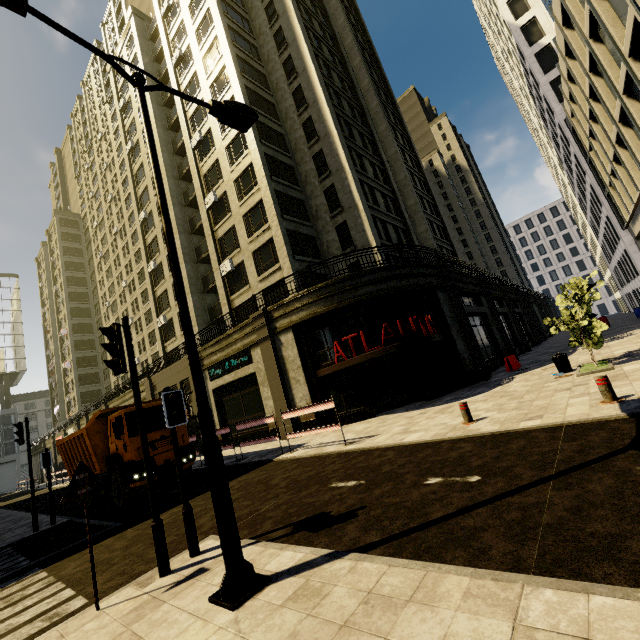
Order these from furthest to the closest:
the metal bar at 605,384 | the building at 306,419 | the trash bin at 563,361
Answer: the building at 306,419 < the trash bin at 563,361 < the metal bar at 605,384

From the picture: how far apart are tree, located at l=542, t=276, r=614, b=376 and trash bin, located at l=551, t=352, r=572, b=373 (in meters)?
1.16

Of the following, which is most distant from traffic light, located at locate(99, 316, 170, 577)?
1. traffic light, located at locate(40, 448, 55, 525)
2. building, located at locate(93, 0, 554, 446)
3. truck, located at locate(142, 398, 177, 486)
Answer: traffic light, located at locate(40, 448, 55, 525)

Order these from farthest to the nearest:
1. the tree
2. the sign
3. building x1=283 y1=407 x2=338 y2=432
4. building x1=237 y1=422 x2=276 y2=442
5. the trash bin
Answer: building x1=237 y1=422 x2=276 y2=442 < building x1=283 y1=407 x2=338 y2=432 < the trash bin < the tree < the sign

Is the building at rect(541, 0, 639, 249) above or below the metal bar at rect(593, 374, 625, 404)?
above

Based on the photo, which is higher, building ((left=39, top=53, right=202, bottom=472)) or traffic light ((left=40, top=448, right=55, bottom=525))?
building ((left=39, top=53, right=202, bottom=472))

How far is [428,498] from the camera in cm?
476

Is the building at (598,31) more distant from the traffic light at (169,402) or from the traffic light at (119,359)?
the traffic light at (119,359)
